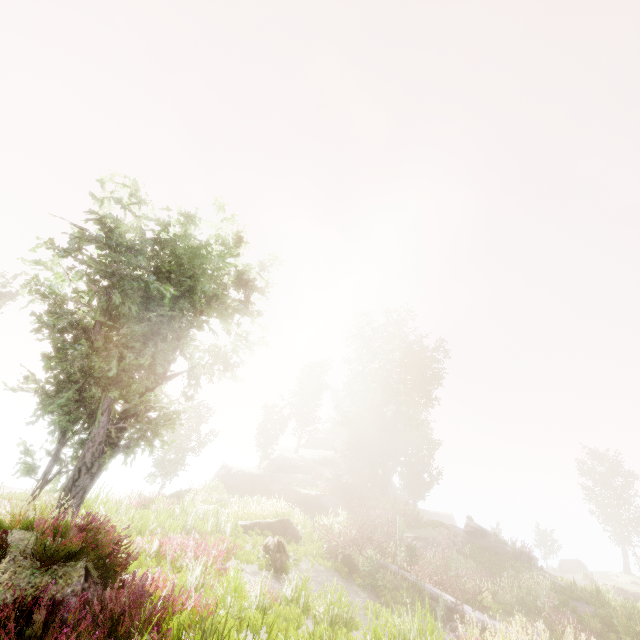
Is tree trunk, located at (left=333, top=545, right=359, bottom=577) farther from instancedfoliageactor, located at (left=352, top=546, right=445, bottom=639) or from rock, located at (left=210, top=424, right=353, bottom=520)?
instancedfoliageactor, located at (left=352, top=546, right=445, bottom=639)

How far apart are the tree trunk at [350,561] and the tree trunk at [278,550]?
3.64m

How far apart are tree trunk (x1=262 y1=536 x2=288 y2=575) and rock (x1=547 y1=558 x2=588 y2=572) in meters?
53.3

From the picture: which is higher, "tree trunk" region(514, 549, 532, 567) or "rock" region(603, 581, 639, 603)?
"tree trunk" region(514, 549, 532, 567)

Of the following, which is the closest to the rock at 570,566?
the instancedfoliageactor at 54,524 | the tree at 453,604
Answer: the instancedfoliageactor at 54,524

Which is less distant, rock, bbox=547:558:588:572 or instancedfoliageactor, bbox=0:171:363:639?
instancedfoliageactor, bbox=0:171:363:639

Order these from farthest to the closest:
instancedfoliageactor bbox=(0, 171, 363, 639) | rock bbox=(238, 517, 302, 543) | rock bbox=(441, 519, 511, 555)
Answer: rock bbox=(441, 519, 511, 555)
rock bbox=(238, 517, 302, 543)
instancedfoliageactor bbox=(0, 171, 363, 639)

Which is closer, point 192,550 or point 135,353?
point 192,550
